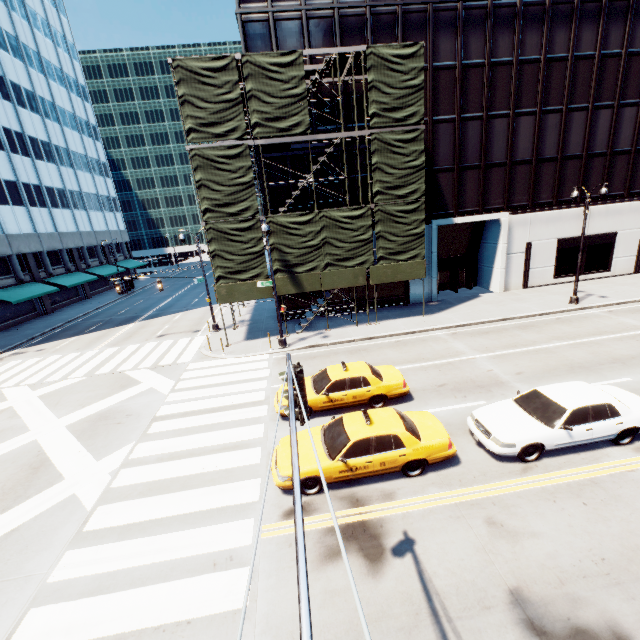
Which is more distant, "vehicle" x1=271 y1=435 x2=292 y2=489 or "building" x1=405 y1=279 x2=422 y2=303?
"building" x1=405 y1=279 x2=422 y2=303

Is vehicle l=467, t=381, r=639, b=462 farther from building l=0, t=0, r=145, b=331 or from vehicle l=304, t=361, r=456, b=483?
building l=0, t=0, r=145, b=331

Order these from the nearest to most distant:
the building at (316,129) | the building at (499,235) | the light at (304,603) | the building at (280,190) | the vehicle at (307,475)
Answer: the light at (304,603) → the vehicle at (307,475) → the building at (499,235) → the building at (316,129) → the building at (280,190)

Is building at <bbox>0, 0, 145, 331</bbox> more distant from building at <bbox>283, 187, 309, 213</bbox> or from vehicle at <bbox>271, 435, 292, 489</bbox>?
vehicle at <bbox>271, 435, 292, 489</bbox>

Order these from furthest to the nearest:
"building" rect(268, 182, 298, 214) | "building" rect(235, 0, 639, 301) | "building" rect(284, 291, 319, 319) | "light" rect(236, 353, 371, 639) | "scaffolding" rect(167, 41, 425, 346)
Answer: "building" rect(284, 291, 319, 319) < "building" rect(268, 182, 298, 214) < "building" rect(235, 0, 639, 301) < "scaffolding" rect(167, 41, 425, 346) < "light" rect(236, 353, 371, 639)

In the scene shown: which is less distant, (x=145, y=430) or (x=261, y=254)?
(x=145, y=430)

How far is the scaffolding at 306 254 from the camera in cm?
1695
